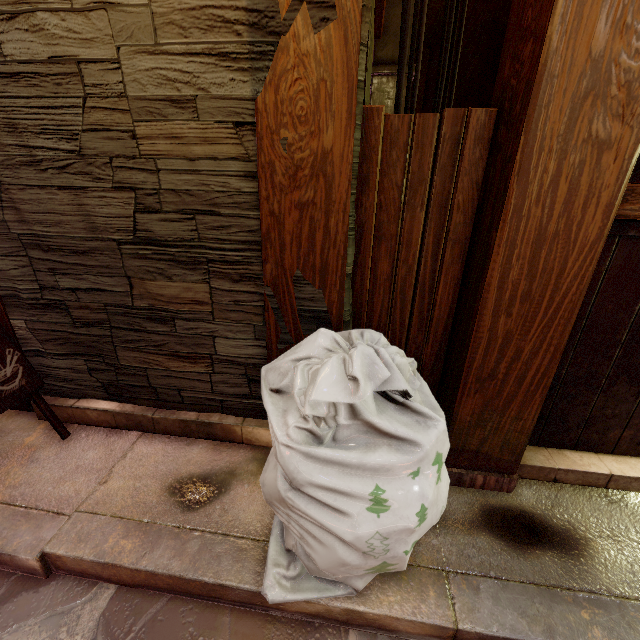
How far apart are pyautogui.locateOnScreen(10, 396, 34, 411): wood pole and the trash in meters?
3.2 m

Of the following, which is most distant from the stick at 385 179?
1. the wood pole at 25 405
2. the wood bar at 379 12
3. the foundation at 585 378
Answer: the wood pole at 25 405

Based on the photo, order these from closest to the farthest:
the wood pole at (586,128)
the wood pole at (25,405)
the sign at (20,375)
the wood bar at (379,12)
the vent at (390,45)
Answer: the wood pole at (586,128)
the sign at (20,375)
the wood pole at (25,405)
the wood bar at (379,12)
the vent at (390,45)

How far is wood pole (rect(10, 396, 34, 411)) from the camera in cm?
409

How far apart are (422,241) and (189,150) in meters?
2.2 m

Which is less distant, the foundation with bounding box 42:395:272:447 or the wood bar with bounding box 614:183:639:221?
the wood bar with bounding box 614:183:639:221

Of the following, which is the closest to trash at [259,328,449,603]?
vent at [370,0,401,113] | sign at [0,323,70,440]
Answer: sign at [0,323,70,440]

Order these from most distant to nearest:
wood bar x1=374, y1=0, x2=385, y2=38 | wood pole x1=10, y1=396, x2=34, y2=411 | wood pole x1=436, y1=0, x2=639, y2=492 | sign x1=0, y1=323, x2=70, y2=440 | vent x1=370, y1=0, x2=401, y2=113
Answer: vent x1=370, y1=0, x2=401, y2=113 → wood bar x1=374, y1=0, x2=385, y2=38 → wood pole x1=10, y1=396, x2=34, y2=411 → sign x1=0, y1=323, x2=70, y2=440 → wood pole x1=436, y1=0, x2=639, y2=492
